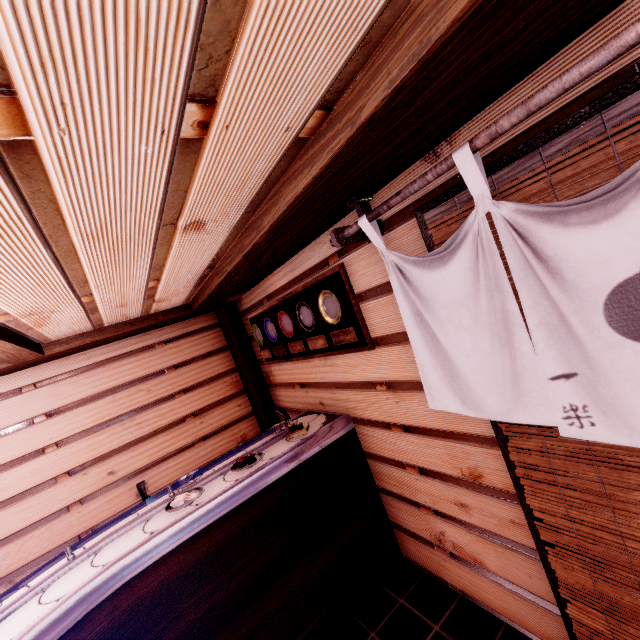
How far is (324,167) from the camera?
2.29m

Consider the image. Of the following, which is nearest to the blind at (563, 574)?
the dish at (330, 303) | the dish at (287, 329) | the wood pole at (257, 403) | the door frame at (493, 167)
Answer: the door frame at (493, 167)

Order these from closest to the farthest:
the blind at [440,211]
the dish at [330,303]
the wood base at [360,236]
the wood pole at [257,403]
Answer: the blind at [440,211]
the wood base at [360,236]
the dish at [330,303]
the wood pole at [257,403]

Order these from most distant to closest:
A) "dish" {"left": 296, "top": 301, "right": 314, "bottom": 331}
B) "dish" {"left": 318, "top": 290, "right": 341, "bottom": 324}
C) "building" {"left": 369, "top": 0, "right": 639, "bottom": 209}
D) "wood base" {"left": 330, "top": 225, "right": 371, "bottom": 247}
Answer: "dish" {"left": 296, "top": 301, "right": 314, "bottom": 331}
"dish" {"left": 318, "top": 290, "right": 341, "bottom": 324}
"wood base" {"left": 330, "top": 225, "right": 371, "bottom": 247}
"building" {"left": 369, "top": 0, "right": 639, "bottom": 209}

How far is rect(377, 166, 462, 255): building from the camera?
2.73m

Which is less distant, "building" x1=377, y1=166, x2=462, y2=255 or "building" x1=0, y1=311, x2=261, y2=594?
"building" x1=377, y1=166, x2=462, y2=255

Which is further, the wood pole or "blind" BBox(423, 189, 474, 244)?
the wood pole

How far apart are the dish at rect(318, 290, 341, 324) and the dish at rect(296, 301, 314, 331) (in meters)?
0.24
